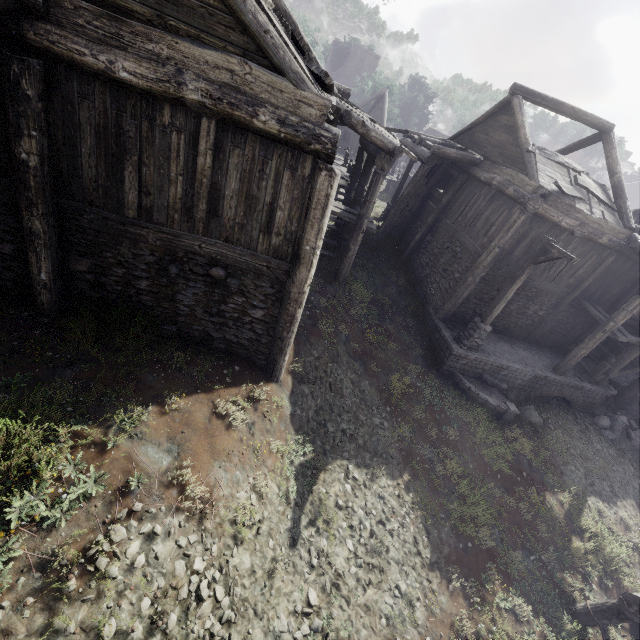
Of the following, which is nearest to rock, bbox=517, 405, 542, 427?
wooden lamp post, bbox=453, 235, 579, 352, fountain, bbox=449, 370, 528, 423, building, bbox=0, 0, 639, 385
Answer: fountain, bbox=449, 370, 528, 423

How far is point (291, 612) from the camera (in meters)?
6.00

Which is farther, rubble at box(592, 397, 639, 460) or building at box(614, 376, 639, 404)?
building at box(614, 376, 639, 404)

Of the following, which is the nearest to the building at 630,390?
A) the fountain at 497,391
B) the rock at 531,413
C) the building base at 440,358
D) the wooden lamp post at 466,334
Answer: the building base at 440,358

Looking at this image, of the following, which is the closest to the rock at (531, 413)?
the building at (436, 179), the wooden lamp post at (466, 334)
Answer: the building at (436, 179)

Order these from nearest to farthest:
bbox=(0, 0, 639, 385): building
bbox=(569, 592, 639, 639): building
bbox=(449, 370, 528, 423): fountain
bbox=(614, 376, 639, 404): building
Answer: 1. bbox=(0, 0, 639, 385): building
2. bbox=(569, 592, 639, 639): building
3. bbox=(449, 370, 528, 423): fountain
4. bbox=(614, 376, 639, 404): building

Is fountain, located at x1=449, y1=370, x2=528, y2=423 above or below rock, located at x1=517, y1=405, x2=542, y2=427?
above

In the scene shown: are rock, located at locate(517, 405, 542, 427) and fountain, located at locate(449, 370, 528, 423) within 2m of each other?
yes
